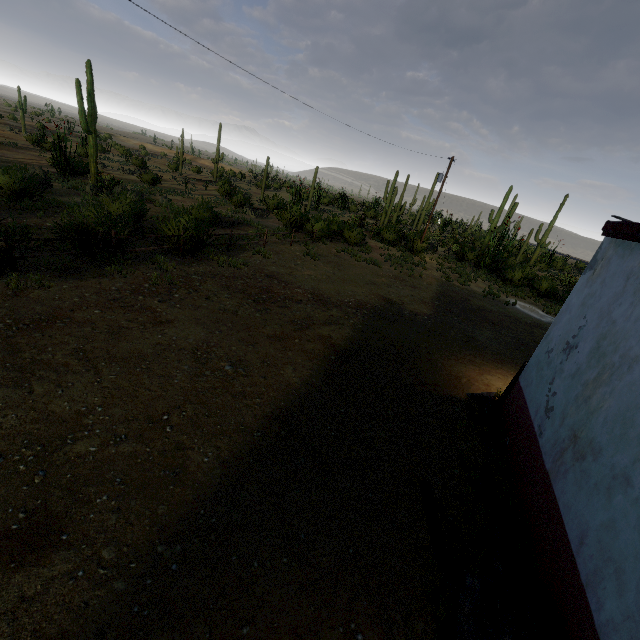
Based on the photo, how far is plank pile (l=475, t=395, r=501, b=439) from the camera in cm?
653

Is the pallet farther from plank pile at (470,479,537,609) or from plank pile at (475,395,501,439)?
plank pile at (475,395,501,439)

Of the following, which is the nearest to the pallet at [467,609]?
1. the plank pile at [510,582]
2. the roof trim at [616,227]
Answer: the plank pile at [510,582]

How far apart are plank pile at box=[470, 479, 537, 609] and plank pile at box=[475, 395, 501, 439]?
1.3 meters

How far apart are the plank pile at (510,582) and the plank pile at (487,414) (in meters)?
1.28

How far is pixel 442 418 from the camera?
6.54m

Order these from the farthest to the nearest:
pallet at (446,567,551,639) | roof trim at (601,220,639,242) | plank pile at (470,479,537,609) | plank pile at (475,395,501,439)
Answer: plank pile at (475,395,501,439) → roof trim at (601,220,639,242) → plank pile at (470,479,537,609) → pallet at (446,567,551,639)

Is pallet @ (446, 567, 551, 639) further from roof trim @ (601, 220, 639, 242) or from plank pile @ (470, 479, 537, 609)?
roof trim @ (601, 220, 639, 242)
